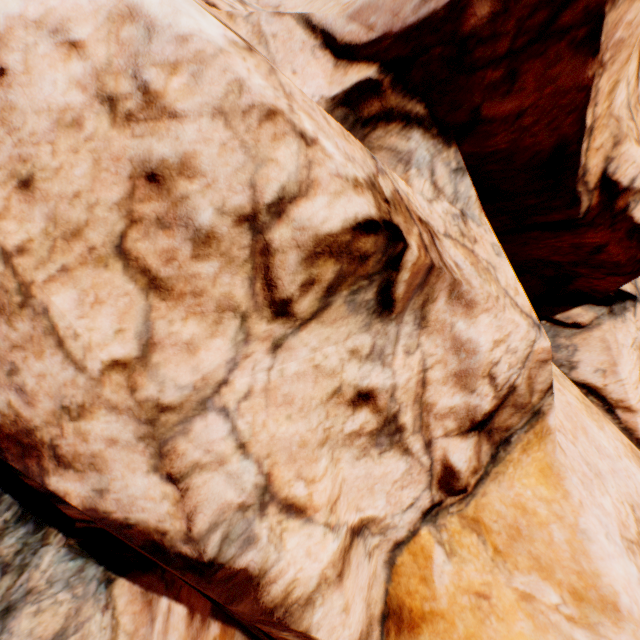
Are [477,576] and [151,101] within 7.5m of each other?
no
